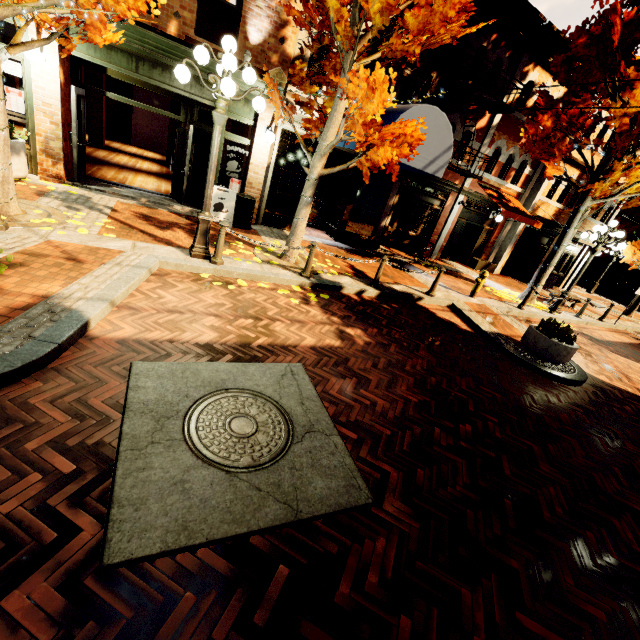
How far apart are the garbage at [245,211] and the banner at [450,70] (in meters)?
5.97

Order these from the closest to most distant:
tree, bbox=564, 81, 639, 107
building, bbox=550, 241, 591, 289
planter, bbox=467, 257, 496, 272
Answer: tree, bbox=564, 81, 639, 107 < planter, bbox=467, 257, 496, 272 < building, bbox=550, 241, 591, 289

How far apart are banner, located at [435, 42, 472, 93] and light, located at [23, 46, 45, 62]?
10.2m

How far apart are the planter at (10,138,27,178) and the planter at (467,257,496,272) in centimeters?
1731cm

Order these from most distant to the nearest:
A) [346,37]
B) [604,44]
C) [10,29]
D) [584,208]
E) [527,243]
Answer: [527,243] → [10,29] → [584,208] → [604,44] → [346,37]

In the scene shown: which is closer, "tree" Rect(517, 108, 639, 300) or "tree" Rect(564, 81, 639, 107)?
"tree" Rect(564, 81, 639, 107)

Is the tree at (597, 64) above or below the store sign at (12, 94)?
above

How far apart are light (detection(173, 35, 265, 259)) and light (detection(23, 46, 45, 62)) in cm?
408
